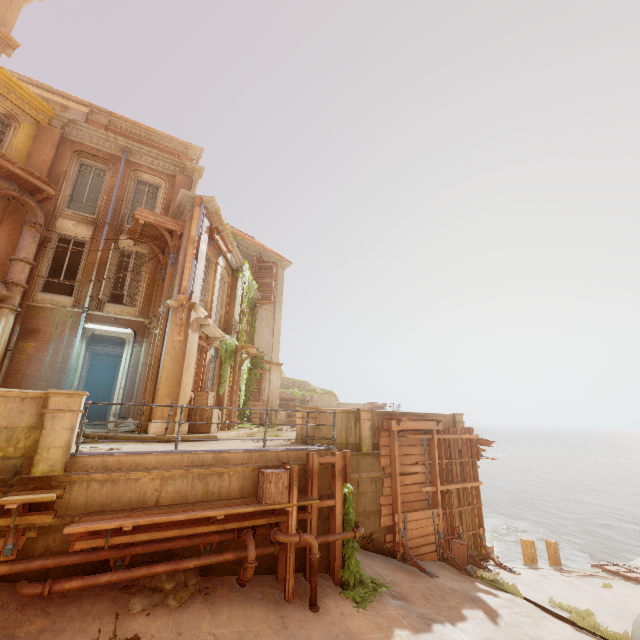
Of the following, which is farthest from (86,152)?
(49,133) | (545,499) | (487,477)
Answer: (487,477)

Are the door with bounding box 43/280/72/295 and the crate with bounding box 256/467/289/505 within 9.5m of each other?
no

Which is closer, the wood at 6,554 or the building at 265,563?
the wood at 6,554

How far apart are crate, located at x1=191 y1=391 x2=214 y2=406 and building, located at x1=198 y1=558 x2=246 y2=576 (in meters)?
5.14

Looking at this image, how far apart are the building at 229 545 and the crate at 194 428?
5.14m

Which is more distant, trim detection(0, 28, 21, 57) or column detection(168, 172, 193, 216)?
column detection(168, 172, 193, 216)

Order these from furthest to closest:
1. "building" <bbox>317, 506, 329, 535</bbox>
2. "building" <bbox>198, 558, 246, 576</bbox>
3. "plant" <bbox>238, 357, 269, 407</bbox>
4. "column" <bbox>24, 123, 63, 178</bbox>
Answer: "plant" <bbox>238, 357, 269, 407</bbox> < "column" <bbox>24, 123, 63, 178</bbox> < "building" <bbox>317, 506, 329, 535</bbox> < "building" <bbox>198, 558, 246, 576</bbox>

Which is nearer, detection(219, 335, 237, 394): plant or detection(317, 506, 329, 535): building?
detection(317, 506, 329, 535): building
